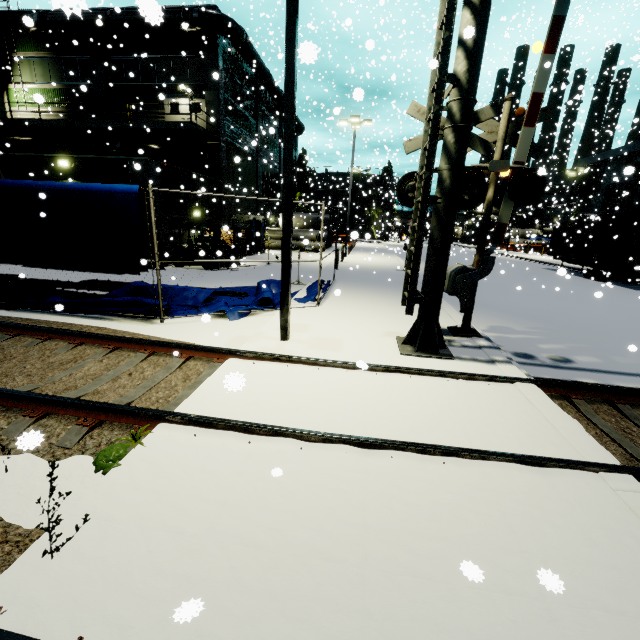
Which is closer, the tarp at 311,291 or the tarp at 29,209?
the tarp at 29,209

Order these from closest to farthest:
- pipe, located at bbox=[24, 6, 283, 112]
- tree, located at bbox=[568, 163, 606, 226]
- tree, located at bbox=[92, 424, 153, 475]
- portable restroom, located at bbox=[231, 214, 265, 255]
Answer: tree, located at bbox=[92, 424, 153, 475] → pipe, located at bbox=[24, 6, 283, 112] → portable restroom, located at bbox=[231, 214, 265, 255] → tree, located at bbox=[568, 163, 606, 226]

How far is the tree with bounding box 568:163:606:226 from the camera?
32.5m

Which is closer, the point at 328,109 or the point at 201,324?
the point at 201,324

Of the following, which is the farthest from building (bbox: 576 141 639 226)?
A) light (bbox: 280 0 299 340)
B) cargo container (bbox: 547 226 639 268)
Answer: light (bbox: 280 0 299 340)

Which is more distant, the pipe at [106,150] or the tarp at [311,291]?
the pipe at [106,150]

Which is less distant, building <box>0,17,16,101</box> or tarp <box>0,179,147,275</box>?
tarp <box>0,179,147,275</box>
